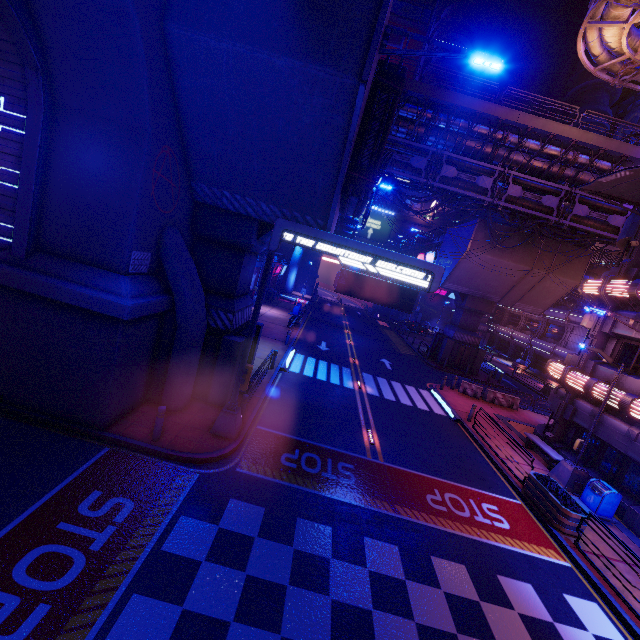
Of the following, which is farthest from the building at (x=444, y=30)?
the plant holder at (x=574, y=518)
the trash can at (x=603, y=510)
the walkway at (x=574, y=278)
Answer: the trash can at (x=603, y=510)

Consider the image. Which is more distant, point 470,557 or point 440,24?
point 440,24

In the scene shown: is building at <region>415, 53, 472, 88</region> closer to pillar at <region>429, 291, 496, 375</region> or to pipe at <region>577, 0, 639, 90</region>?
pipe at <region>577, 0, 639, 90</region>

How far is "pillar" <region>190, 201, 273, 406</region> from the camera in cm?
1177

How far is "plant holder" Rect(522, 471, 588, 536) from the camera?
10.6m

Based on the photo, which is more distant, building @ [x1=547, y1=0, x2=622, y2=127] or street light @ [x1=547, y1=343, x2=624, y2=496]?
building @ [x1=547, y1=0, x2=622, y2=127]

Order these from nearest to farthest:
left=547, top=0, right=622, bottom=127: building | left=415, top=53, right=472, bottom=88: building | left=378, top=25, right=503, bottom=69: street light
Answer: left=378, top=25, right=503, bottom=69: street light → left=415, top=53, right=472, bottom=88: building → left=547, top=0, right=622, bottom=127: building

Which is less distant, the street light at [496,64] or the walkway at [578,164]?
the street light at [496,64]
